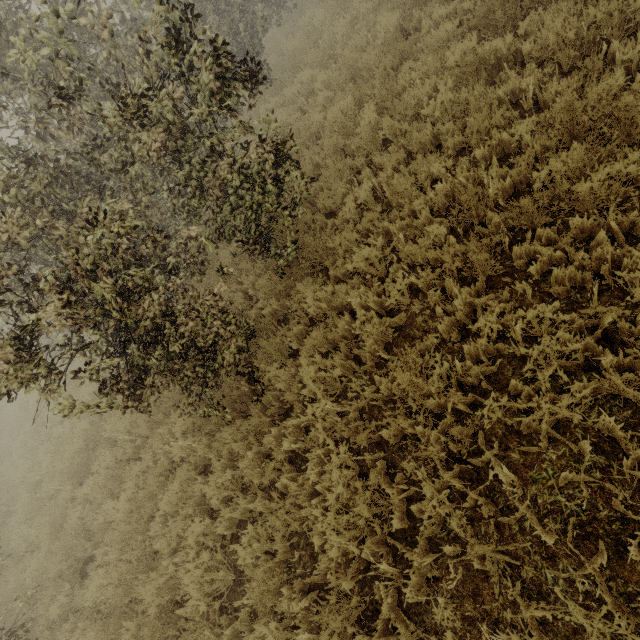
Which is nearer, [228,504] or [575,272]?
[575,272]
